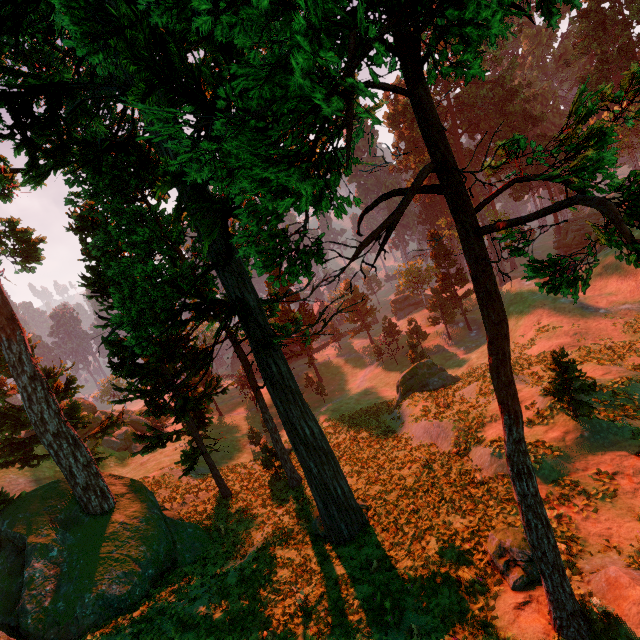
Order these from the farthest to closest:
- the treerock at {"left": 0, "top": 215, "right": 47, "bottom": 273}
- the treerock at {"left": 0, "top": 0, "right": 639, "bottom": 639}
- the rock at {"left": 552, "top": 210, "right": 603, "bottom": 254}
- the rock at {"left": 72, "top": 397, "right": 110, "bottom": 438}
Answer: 1. the rock at {"left": 552, "top": 210, "right": 603, "bottom": 254}
2. the rock at {"left": 72, "top": 397, "right": 110, "bottom": 438}
3. the treerock at {"left": 0, "top": 215, "right": 47, "bottom": 273}
4. the treerock at {"left": 0, "top": 0, "right": 639, "bottom": 639}

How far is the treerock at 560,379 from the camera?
13.8m

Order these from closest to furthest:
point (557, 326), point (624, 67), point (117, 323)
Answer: point (117, 323) < point (557, 326) < point (624, 67)

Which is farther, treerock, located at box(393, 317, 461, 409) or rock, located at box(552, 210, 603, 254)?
rock, located at box(552, 210, 603, 254)

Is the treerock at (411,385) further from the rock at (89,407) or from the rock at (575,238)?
the rock at (89,407)

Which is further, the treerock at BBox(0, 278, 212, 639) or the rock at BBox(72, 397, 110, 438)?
the rock at BBox(72, 397, 110, 438)

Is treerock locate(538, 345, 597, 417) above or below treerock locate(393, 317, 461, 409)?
above

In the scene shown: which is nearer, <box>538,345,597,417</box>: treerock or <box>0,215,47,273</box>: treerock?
<box>538,345,597,417</box>: treerock
